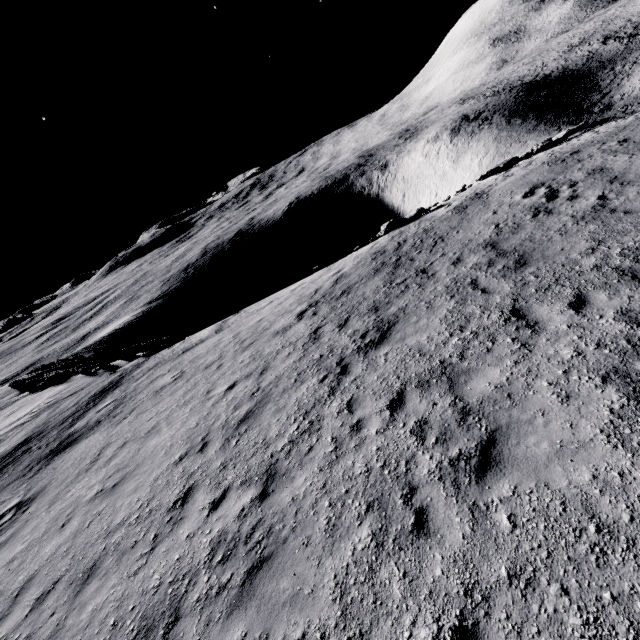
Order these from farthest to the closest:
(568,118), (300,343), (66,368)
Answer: (568,118)
(66,368)
(300,343)

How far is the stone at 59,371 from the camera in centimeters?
2434cm

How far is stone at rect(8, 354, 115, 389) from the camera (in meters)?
24.34
